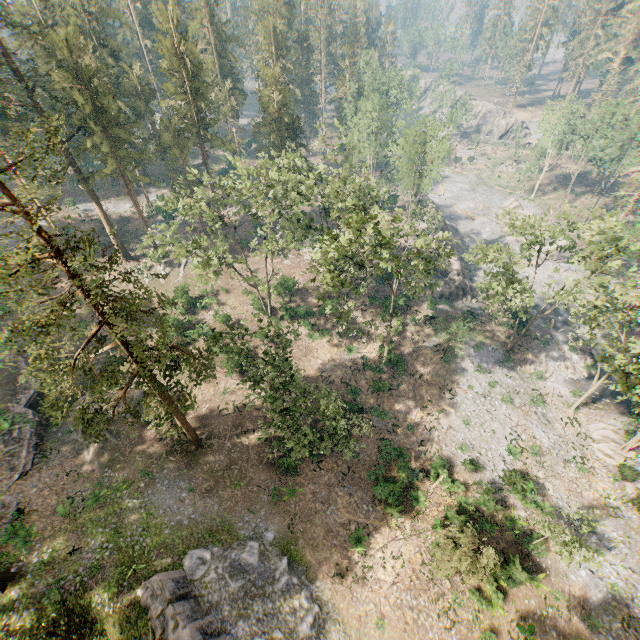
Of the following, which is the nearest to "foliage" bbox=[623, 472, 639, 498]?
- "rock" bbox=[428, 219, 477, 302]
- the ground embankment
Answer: the ground embankment

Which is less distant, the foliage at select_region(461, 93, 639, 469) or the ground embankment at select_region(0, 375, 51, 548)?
the ground embankment at select_region(0, 375, 51, 548)

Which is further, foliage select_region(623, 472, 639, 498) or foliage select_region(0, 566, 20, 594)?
foliage select_region(623, 472, 639, 498)

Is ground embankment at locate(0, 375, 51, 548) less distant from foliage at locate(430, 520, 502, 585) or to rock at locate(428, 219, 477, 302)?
foliage at locate(430, 520, 502, 585)

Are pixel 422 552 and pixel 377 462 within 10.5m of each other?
yes

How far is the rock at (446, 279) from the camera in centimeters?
4459cm

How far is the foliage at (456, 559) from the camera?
19.4m
